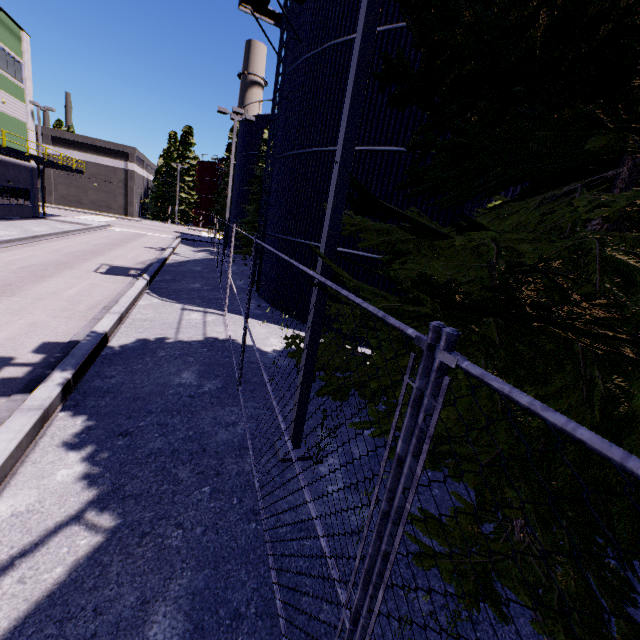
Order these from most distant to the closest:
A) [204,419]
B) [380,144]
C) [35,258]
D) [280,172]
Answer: [35,258], [280,172], [380,144], [204,419]

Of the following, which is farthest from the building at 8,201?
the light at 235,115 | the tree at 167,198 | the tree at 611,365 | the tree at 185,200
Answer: the light at 235,115

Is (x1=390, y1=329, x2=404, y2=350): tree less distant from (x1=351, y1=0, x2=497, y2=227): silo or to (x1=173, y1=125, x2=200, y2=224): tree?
(x1=351, y1=0, x2=497, y2=227): silo

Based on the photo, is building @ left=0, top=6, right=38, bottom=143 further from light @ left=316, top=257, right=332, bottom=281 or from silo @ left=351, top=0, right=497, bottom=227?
light @ left=316, top=257, right=332, bottom=281

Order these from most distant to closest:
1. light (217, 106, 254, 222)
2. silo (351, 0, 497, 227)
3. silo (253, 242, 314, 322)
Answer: light (217, 106, 254, 222) → silo (253, 242, 314, 322) → silo (351, 0, 497, 227)

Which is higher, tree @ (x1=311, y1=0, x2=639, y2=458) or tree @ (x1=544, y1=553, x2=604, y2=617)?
tree @ (x1=311, y1=0, x2=639, y2=458)

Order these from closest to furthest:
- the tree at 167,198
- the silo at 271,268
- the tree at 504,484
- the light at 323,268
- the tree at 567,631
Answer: the tree at 567,631 → the tree at 504,484 → the light at 323,268 → the silo at 271,268 → the tree at 167,198

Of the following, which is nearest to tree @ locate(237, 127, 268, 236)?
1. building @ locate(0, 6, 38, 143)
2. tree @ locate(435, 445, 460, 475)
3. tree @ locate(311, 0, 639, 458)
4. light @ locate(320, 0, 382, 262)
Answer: building @ locate(0, 6, 38, 143)
